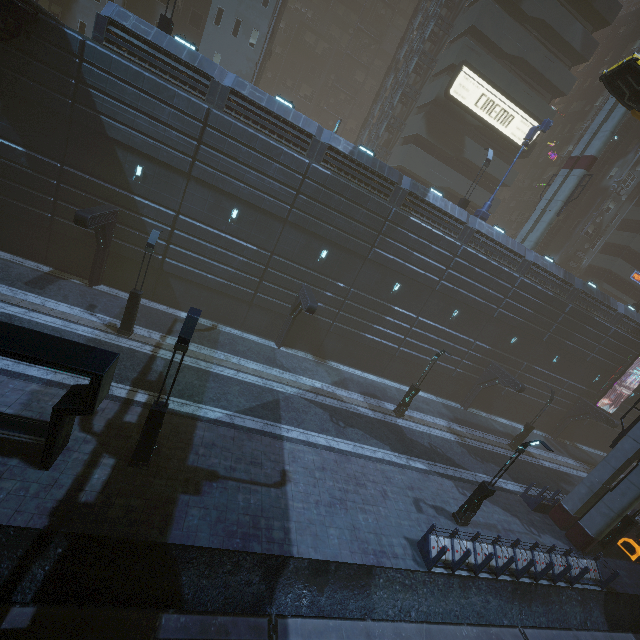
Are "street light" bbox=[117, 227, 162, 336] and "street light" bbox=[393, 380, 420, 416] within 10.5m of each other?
no

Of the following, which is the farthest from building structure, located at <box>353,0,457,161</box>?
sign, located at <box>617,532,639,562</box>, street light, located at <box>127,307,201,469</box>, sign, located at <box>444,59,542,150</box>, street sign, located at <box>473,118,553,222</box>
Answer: sign, located at <box>617,532,639,562</box>

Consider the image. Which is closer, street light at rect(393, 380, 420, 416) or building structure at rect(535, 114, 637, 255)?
street light at rect(393, 380, 420, 416)

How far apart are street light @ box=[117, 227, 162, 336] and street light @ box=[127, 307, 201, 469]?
7.3m

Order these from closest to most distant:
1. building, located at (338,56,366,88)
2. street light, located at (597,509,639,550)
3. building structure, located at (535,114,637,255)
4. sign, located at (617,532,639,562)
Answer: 1. street light, located at (597,509,639,550)
2. sign, located at (617,532,639,562)
3. building structure, located at (535,114,637,255)
4. building, located at (338,56,366,88)

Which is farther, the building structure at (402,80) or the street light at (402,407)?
the building structure at (402,80)

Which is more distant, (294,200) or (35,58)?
(294,200)

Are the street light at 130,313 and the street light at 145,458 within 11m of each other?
yes
